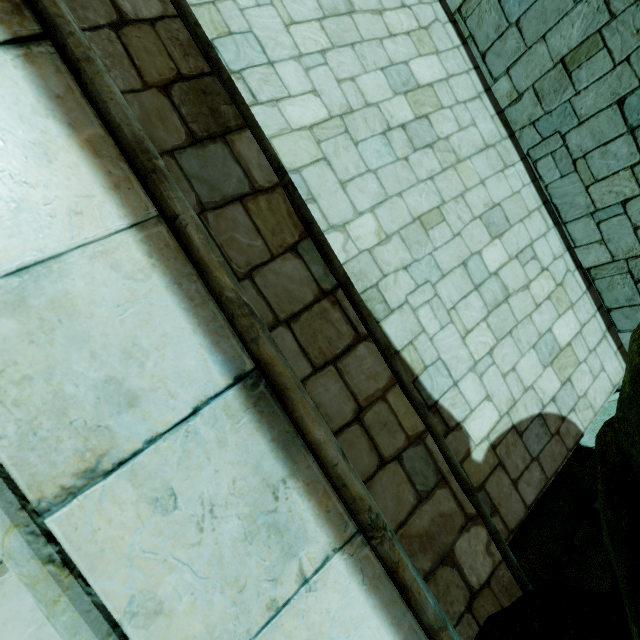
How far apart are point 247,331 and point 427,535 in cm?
215
